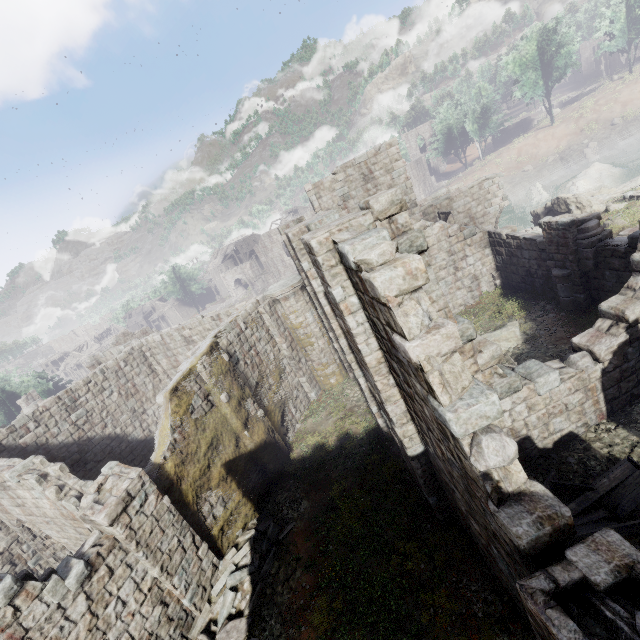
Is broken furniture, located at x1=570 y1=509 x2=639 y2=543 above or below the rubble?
above

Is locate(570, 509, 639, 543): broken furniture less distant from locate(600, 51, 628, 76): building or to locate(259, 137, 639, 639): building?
locate(259, 137, 639, 639): building

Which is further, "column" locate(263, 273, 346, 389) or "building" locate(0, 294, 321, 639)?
"column" locate(263, 273, 346, 389)

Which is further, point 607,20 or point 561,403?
point 607,20

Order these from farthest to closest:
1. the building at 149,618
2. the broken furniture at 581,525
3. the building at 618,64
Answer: the building at 618,64 < the building at 149,618 < the broken furniture at 581,525

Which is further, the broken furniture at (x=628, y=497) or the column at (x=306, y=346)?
the column at (x=306, y=346)

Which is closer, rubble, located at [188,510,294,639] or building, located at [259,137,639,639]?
building, located at [259,137,639,639]

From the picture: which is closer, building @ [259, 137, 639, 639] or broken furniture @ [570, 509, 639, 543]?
building @ [259, 137, 639, 639]
